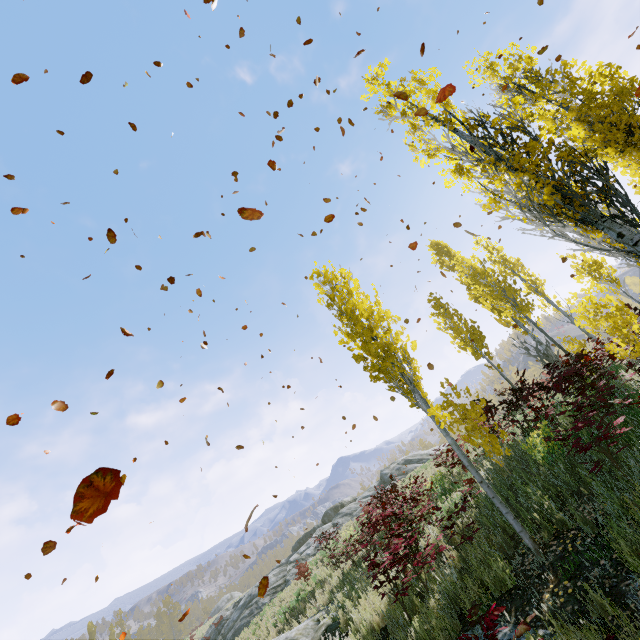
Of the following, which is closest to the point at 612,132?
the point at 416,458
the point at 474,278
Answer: the point at 474,278

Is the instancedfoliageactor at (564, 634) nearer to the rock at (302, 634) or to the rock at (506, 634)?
the rock at (506, 634)

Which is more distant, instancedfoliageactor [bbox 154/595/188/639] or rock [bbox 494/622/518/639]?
instancedfoliageactor [bbox 154/595/188/639]

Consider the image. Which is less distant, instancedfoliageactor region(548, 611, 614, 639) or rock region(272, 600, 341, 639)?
instancedfoliageactor region(548, 611, 614, 639)

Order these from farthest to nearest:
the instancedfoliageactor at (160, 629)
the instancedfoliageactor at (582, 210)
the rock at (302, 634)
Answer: the instancedfoliageactor at (160, 629), the rock at (302, 634), the instancedfoliageactor at (582, 210)

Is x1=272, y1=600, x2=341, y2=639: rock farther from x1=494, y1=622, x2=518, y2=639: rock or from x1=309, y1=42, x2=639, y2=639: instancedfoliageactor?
x1=309, y1=42, x2=639, y2=639: instancedfoliageactor
